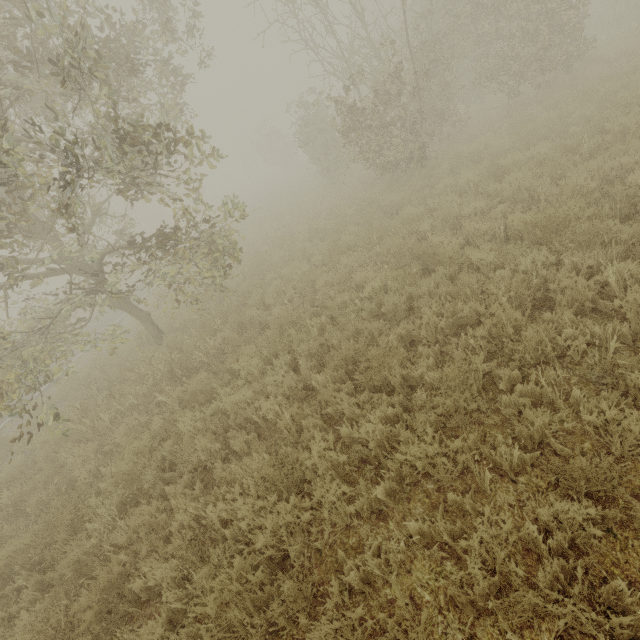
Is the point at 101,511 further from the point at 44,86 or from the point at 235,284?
the point at 235,284

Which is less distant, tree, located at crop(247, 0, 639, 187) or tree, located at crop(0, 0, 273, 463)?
tree, located at crop(0, 0, 273, 463)

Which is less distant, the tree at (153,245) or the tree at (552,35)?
Answer: the tree at (153,245)
